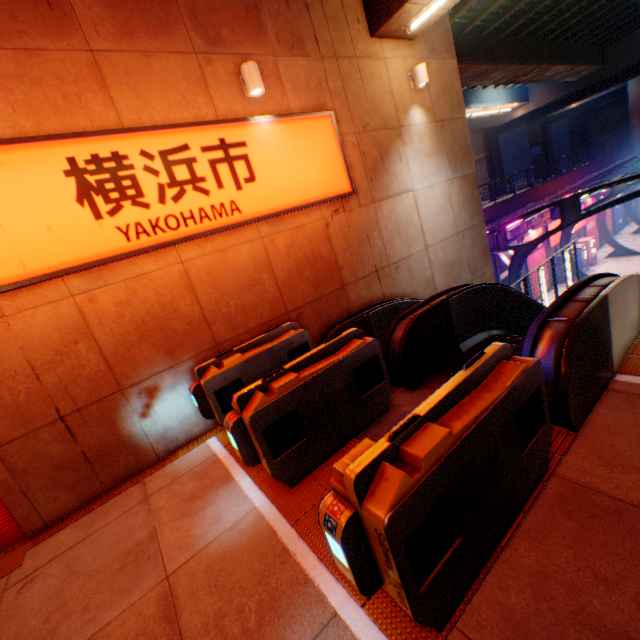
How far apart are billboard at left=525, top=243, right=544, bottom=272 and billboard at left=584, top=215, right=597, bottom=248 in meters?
7.6 m

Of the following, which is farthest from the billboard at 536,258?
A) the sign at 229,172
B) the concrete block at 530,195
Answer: the sign at 229,172

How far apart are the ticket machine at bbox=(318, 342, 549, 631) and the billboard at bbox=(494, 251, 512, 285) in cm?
1766

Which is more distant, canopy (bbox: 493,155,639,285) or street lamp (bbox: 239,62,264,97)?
canopy (bbox: 493,155,639,285)

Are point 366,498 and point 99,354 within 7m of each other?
yes

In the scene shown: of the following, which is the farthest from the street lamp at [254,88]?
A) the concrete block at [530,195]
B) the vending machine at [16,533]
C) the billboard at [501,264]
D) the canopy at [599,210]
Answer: the billboard at [501,264]

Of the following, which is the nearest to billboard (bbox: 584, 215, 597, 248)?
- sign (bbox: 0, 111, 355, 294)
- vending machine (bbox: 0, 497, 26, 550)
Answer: sign (bbox: 0, 111, 355, 294)

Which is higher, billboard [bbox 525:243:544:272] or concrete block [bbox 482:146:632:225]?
concrete block [bbox 482:146:632:225]
